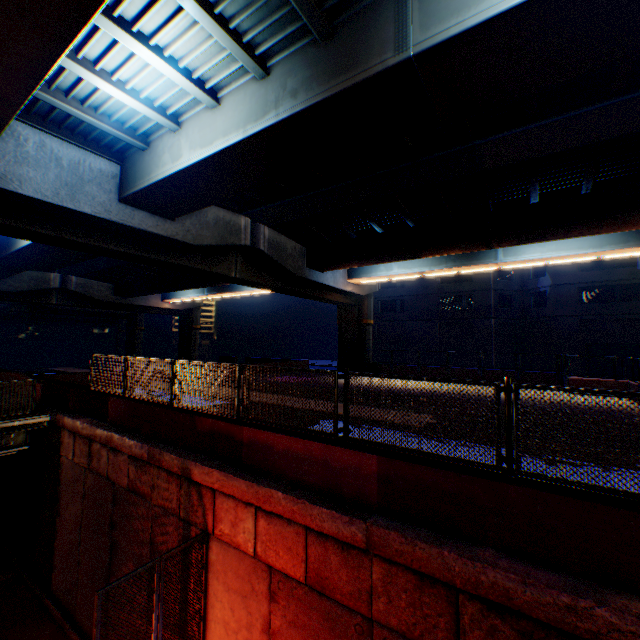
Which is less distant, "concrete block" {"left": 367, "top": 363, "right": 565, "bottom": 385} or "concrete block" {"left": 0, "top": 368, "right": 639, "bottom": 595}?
"concrete block" {"left": 0, "top": 368, "right": 639, "bottom": 595}

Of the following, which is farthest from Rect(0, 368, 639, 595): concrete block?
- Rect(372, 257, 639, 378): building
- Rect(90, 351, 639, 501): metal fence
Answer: Rect(372, 257, 639, 378): building

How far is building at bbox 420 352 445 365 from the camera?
35.6 meters

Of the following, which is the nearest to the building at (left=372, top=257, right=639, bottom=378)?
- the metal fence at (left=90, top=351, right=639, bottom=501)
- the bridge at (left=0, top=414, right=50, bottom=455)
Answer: the metal fence at (left=90, top=351, right=639, bottom=501)

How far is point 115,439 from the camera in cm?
898

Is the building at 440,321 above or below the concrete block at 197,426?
above

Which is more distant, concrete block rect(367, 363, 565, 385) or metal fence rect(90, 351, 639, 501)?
concrete block rect(367, 363, 565, 385)

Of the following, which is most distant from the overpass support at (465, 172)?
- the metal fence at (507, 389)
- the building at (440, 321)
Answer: the building at (440, 321)
